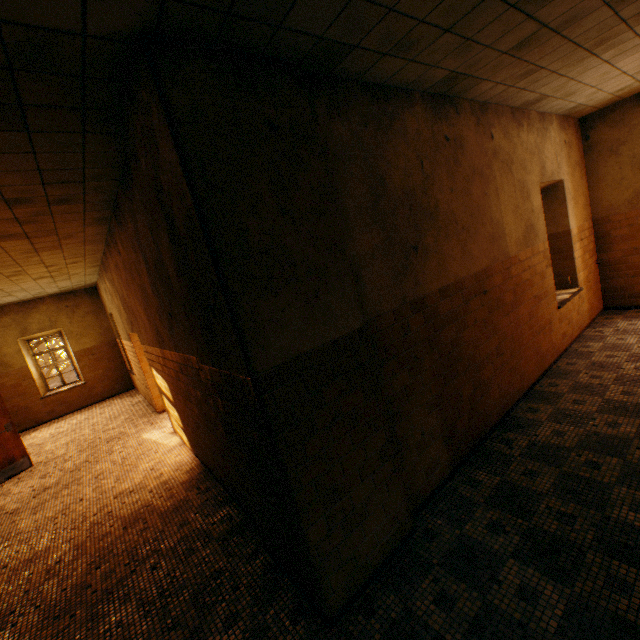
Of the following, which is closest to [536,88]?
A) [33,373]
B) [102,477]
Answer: [102,477]
